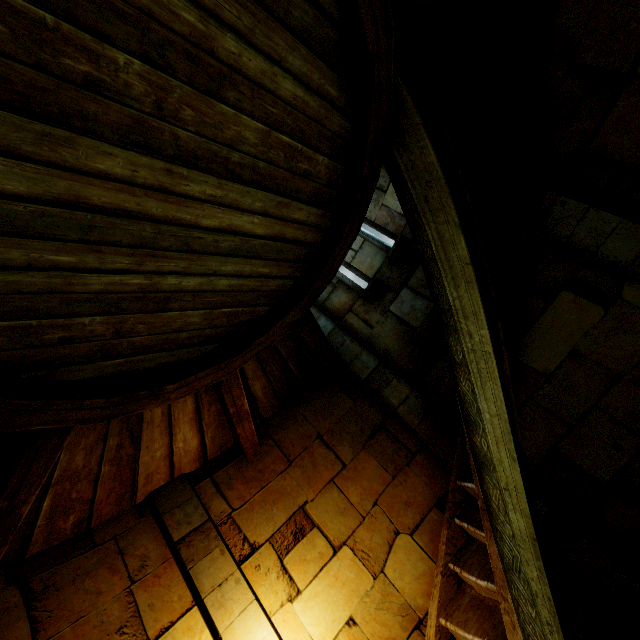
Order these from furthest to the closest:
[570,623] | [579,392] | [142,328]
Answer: [579,392], [570,623], [142,328]
